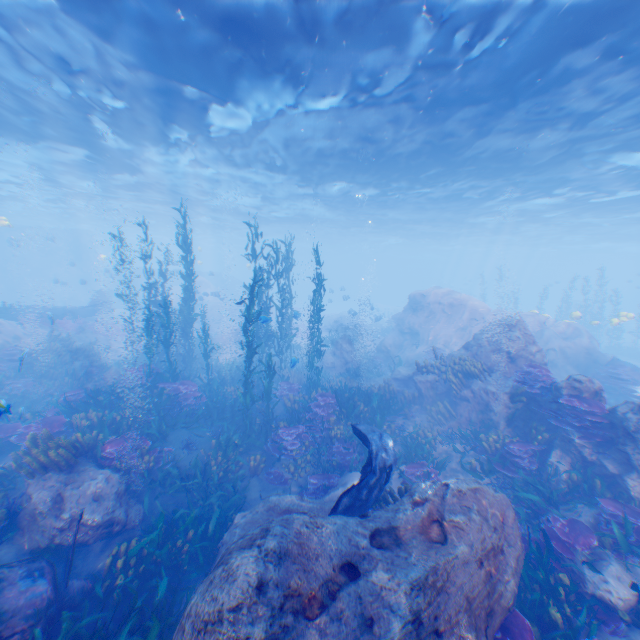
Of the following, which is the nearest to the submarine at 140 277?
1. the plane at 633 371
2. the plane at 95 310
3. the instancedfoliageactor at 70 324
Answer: the plane at 95 310

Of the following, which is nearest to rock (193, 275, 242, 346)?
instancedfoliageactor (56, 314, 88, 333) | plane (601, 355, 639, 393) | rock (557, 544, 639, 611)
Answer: plane (601, 355, 639, 393)

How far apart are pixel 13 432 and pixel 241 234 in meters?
44.2

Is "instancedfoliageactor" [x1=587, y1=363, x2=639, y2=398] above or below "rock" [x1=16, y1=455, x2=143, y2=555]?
above

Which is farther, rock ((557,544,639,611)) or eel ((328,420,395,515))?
eel ((328,420,395,515))

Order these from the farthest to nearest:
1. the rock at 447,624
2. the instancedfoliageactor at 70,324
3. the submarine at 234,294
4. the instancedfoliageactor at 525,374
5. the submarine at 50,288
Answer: the submarine at 234,294
the submarine at 50,288
the instancedfoliageactor at 70,324
the instancedfoliageactor at 525,374
the rock at 447,624

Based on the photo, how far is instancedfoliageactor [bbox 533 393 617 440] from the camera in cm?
820

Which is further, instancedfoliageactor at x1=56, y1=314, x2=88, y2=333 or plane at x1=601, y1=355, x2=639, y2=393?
instancedfoliageactor at x1=56, y1=314, x2=88, y2=333
